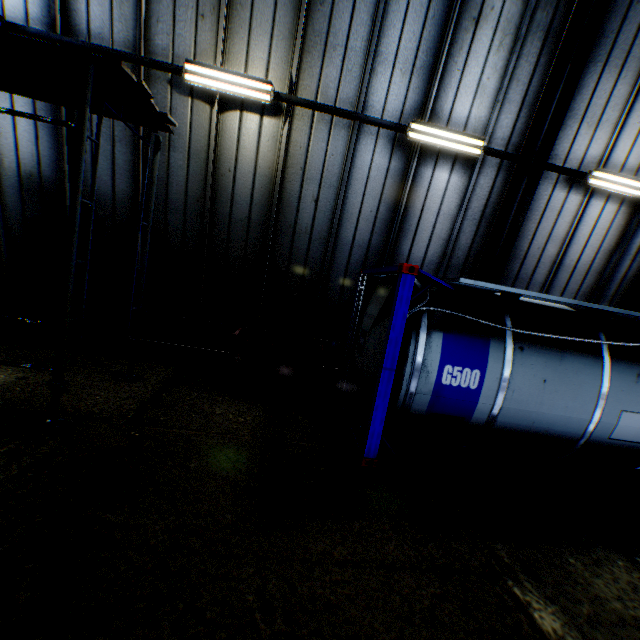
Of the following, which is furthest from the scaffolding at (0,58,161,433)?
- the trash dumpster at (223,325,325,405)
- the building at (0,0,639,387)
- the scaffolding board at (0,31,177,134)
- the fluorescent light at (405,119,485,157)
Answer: the fluorescent light at (405,119,485,157)

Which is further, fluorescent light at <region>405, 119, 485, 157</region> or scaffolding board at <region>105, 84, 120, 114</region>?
fluorescent light at <region>405, 119, 485, 157</region>

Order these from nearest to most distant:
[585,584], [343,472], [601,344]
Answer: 1. [585,584]
2. [343,472]
3. [601,344]

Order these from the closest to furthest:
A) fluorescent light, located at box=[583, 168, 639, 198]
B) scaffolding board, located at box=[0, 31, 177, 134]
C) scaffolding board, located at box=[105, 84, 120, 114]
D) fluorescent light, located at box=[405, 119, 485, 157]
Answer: scaffolding board, located at box=[0, 31, 177, 134], scaffolding board, located at box=[105, 84, 120, 114], fluorescent light, located at box=[405, 119, 485, 157], fluorescent light, located at box=[583, 168, 639, 198]

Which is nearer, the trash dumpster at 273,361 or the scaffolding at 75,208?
the scaffolding at 75,208

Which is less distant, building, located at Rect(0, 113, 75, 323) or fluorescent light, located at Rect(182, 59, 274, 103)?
fluorescent light, located at Rect(182, 59, 274, 103)

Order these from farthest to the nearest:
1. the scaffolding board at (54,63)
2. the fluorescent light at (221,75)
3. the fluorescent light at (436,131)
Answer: the fluorescent light at (436,131)
the fluorescent light at (221,75)
the scaffolding board at (54,63)

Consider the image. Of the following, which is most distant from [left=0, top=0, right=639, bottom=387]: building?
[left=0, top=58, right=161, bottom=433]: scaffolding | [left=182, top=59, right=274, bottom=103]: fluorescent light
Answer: [left=0, top=58, right=161, bottom=433]: scaffolding
